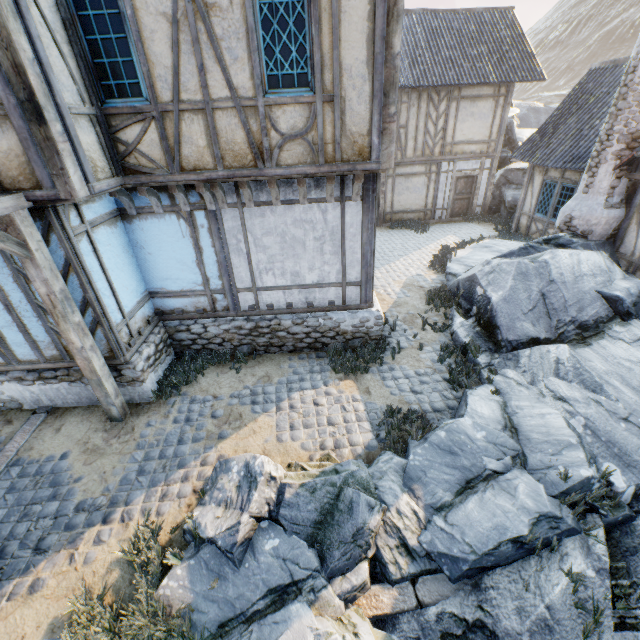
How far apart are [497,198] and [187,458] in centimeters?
1892cm

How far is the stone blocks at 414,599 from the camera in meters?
3.6 m

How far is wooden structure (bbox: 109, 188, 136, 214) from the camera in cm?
559

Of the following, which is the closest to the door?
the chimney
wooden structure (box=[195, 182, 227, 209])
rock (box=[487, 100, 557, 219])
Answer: the chimney

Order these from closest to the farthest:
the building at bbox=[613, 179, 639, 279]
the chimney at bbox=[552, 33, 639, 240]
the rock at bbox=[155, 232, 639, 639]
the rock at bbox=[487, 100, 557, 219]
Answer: the rock at bbox=[155, 232, 639, 639], the chimney at bbox=[552, 33, 639, 240], the building at bbox=[613, 179, 639, 279], the rock at bbox=[487, 100, 557, 219]

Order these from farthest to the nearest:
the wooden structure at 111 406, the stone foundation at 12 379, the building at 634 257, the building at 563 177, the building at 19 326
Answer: the building at 563 177
the building at 634 257
the stone foundation at 12 379
the building at 19 326
the wooden structure at 111 406

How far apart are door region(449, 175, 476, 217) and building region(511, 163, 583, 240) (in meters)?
2.93

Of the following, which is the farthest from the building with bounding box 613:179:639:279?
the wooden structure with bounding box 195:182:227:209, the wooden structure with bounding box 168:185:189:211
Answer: the wooden structure with bounding box 168:185:189:211
